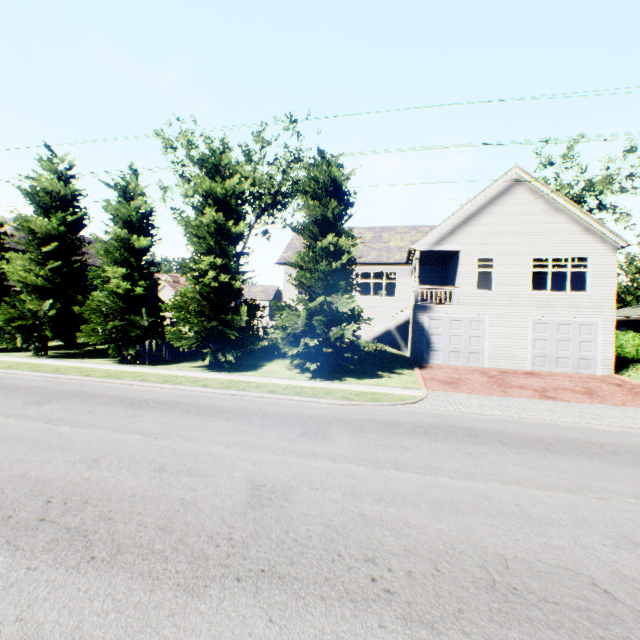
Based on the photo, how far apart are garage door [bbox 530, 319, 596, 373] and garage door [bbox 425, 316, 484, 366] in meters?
2.2 m

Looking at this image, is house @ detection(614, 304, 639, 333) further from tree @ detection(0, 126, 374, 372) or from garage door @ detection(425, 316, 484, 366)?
garage door @ detection(425, 316, 484, 366)

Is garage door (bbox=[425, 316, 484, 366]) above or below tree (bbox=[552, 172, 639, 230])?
below

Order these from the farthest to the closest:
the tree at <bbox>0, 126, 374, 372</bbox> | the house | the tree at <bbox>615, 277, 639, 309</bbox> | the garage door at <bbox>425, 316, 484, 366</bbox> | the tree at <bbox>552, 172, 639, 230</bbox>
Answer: the tree at <bbox>615, 277, 639, 309</bbox> < the house < the tree at <bbox>552, 172, 639, 230</bbox> < the garage door at <bbox>425, 316, 484, 366</bbox> < the tree at <bbox>0, 126, 374, 372</bbox>

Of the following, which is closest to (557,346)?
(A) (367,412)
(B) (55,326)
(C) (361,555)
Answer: (A) (367,412)

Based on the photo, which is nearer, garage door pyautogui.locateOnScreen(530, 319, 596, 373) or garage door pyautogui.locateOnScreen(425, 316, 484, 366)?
garage door pyautogui.locateOnScreen(530, 319, 596, 373)

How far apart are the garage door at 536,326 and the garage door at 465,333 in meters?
2.2

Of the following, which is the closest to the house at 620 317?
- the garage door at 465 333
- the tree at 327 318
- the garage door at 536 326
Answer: the tree at 327 318
